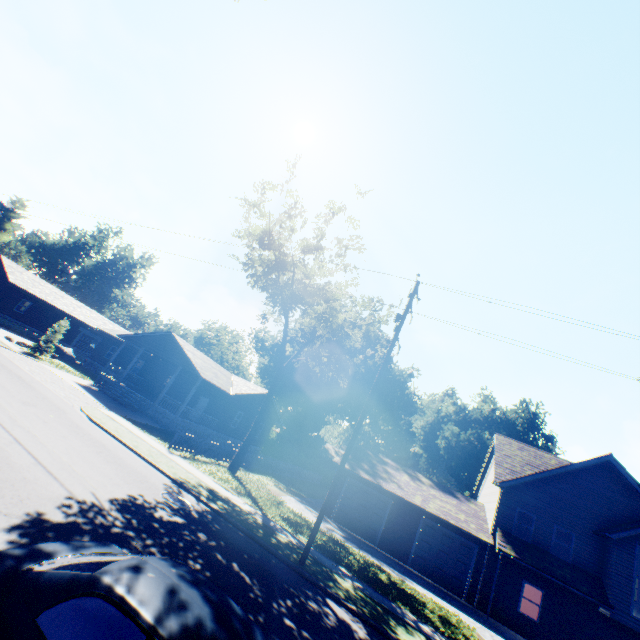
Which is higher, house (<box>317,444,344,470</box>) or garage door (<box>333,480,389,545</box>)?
house (<box>317,444,344,470</box>)

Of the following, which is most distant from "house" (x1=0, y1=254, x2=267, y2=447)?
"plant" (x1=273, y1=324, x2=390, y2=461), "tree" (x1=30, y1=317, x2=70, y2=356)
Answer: "plant" (x1=273, y1=324, x2=390, y2=461)

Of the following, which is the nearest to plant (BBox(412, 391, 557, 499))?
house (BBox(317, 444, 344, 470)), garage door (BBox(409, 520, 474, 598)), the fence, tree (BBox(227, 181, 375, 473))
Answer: house (BBox(317, 444, 344, 470))

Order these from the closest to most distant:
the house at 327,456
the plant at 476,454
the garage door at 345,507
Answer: the garage door at 345,507
the plant at 476,454
the house at 327,456

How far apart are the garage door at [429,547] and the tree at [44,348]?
31.9m

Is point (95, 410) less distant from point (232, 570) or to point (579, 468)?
point (232, 570)

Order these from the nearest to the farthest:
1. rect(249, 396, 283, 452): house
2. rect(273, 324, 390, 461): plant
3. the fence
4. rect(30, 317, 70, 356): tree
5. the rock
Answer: the fence < rect(30, 317, 70, 356): tree < the rock < rect(249, 396, 283, 452): house < rect(273, 324, 390, 461): plant

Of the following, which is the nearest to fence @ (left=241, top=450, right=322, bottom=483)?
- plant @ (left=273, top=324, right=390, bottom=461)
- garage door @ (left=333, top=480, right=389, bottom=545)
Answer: plant @ (left=273, top=324, right=390, bottom=461)
